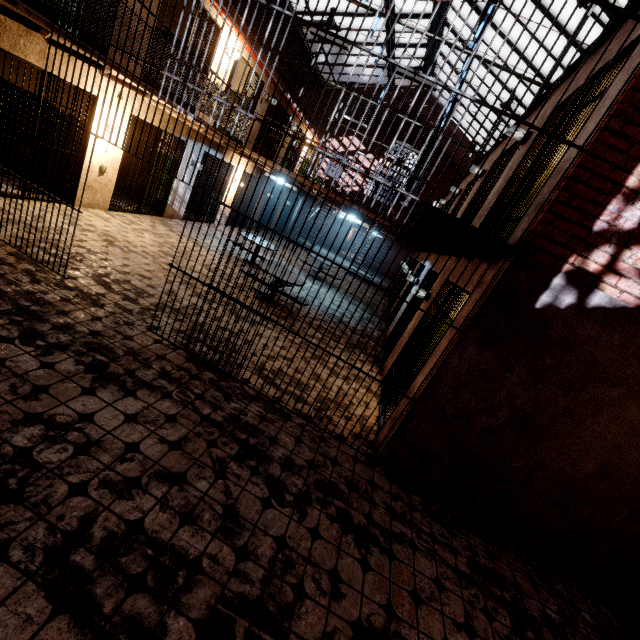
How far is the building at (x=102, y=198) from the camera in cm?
730

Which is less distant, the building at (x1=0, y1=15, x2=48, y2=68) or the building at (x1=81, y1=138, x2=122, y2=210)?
the building at (x1=0, y1=15, x2=48, y2=68)

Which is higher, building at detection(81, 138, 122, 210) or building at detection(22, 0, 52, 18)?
building at detection(22, 0, 52, 18)

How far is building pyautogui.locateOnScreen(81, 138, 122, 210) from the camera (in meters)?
7.30

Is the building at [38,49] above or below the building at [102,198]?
above

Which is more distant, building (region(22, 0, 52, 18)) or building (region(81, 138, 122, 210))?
building (region(81, 138, 122, 210))

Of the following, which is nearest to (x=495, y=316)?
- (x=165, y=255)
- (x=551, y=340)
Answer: (x=551, y=340)
